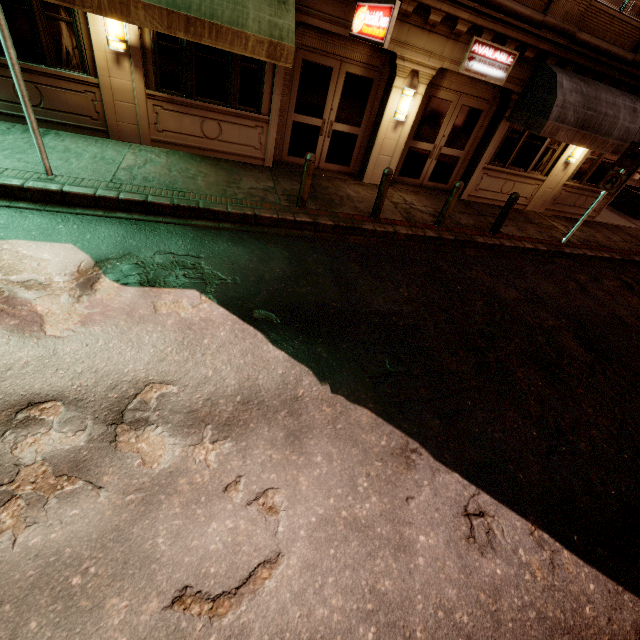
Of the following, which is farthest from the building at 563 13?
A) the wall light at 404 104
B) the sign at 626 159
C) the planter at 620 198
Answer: the planter at 620 198

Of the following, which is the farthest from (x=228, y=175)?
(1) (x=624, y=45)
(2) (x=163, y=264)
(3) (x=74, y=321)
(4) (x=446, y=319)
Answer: (1) (x=624, y=45)

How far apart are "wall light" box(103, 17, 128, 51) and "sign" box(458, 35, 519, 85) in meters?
8.0

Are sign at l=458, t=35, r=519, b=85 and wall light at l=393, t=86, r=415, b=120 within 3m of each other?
yes

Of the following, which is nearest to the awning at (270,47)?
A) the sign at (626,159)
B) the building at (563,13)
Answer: the building at (563,13)

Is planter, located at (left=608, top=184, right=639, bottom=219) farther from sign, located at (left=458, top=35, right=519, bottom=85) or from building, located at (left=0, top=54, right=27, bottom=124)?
sign, located at (left=458, top=35, right=519, bottom=85)

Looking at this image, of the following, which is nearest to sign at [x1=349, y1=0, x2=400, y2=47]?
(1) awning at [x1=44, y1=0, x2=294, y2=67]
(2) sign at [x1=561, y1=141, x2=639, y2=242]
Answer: (1) awning at [x1=44, y1=0, x2=294, y2=67]

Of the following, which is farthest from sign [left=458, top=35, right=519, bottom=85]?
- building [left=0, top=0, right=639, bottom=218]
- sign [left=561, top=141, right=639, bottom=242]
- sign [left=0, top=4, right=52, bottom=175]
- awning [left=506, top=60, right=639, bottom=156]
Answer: sign [left=0, top=4, right=52, bottom=175]
